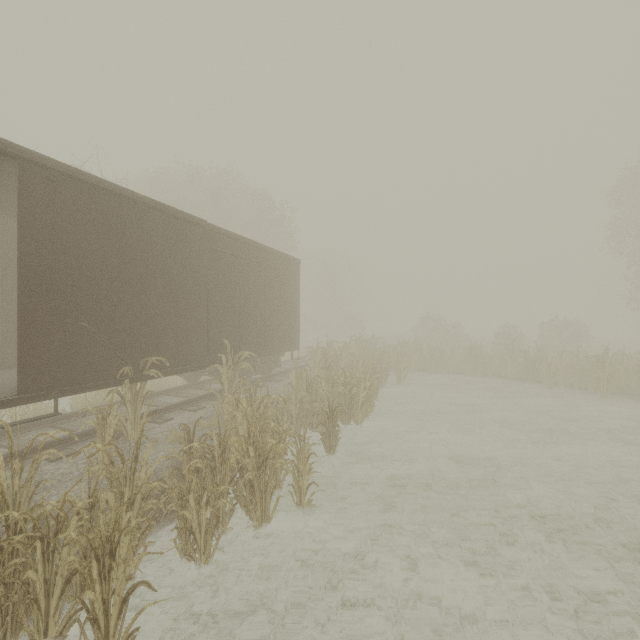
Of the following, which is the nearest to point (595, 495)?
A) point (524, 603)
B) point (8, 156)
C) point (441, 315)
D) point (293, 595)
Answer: point (524, 603)
